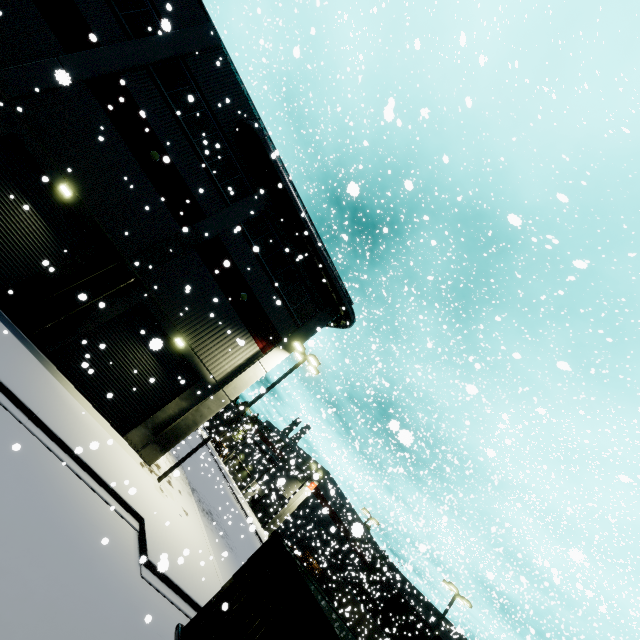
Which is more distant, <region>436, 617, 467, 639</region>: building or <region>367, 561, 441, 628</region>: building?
<region>367, 561, 441, 628</region>: building

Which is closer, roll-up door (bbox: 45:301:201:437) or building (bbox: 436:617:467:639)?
roll-up door (bbox: 45:301:201:437)

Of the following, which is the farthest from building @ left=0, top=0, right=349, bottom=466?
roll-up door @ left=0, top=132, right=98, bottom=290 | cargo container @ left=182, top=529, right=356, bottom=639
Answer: cargo container @ left=182, top=529, right=356, bottom=639

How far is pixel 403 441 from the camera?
2.44m

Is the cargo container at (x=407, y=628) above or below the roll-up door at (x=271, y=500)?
→ above

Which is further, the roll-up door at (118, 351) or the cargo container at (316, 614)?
the roll-up door at (118, 351)

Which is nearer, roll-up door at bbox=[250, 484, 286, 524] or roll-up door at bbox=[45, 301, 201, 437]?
roll-up door at bbox=[45, 301, 201, 437]

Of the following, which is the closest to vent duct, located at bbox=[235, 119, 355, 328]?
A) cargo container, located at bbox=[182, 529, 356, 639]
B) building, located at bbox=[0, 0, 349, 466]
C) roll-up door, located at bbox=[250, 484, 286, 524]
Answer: building, located at bbox=[0, 0, 349, 466]
